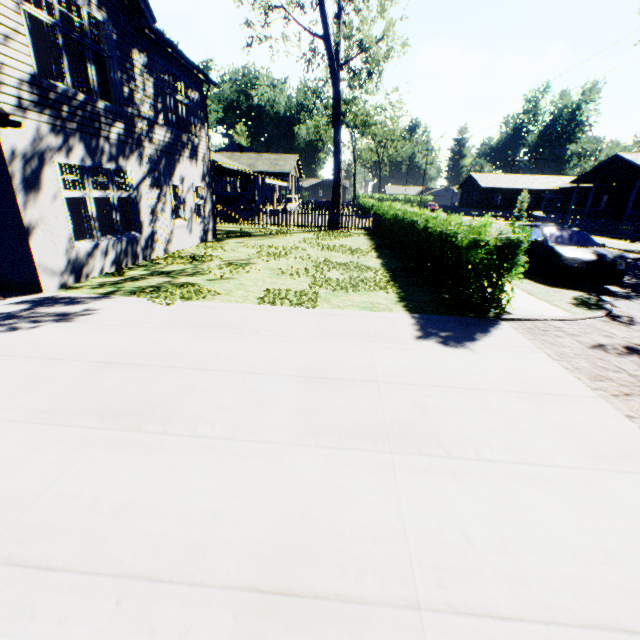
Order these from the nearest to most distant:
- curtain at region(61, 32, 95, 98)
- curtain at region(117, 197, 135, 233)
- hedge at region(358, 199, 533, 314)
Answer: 1. hedge at region(358, 199, 533, 314)
2. curtain at region(61, 32, 95, 98)
3. curtain at region(117, 197, 135, 233)

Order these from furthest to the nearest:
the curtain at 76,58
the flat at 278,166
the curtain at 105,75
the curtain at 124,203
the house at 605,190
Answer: the flat at 278,166 → the house at 605,190 → the curtain at 124,203 → the curtain at 105,75 → the curtain at 76,58

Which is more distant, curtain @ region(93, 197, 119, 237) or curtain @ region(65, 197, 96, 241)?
curtain @ region(93, 197, 119, 237)

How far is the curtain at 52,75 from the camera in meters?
6.8 m

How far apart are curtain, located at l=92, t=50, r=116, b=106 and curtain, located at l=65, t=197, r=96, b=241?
2.2 meters

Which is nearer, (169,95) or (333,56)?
(169,95)

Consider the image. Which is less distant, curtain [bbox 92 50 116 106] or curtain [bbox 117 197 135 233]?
curtain [bbox 92 50 116 106]

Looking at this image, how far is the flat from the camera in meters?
32.9 m
